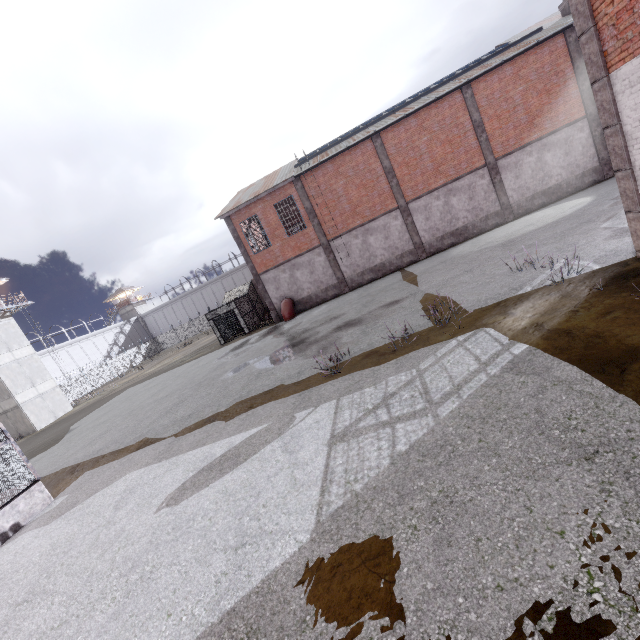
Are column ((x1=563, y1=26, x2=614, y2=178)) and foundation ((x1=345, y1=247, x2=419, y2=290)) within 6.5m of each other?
no

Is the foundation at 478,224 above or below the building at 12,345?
below

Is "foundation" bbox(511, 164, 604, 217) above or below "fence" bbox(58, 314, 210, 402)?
below

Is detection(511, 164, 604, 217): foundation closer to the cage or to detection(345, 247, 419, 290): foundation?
the cage

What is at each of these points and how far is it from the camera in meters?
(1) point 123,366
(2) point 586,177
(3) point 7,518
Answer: (1) fence, 49.6
(2) foundation, 20.2
(3) stair, 8.9

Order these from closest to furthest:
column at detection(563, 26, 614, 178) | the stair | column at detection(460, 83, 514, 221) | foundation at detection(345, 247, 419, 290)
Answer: the stair < column at detection(563, 26, 614, 178) < column at detection(460, 83, 514, 221) < foundation at detection(345, 247, 419, 290)

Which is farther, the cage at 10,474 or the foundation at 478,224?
the foundation at 478,224

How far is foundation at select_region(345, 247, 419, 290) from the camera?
22.9 meters
